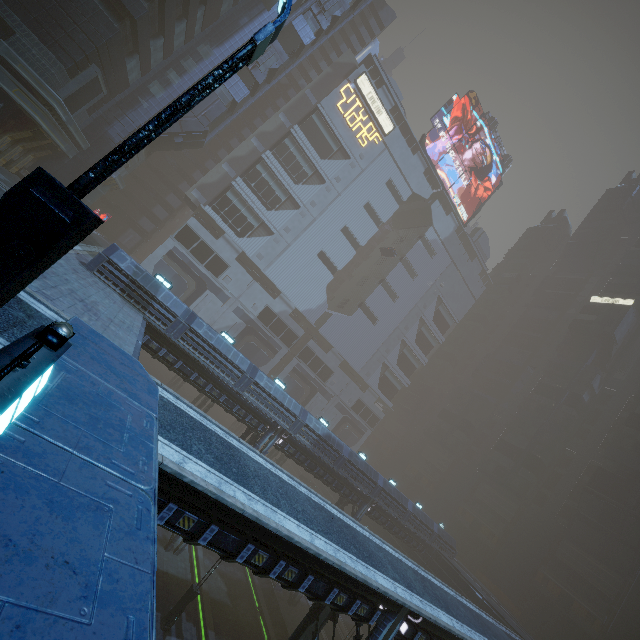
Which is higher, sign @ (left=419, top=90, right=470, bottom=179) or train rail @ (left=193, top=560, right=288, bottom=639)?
sign @ (left=419, top=90, right=470, bottom=179)

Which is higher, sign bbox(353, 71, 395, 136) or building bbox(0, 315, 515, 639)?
sign bbox(353, 71, 395, 136)

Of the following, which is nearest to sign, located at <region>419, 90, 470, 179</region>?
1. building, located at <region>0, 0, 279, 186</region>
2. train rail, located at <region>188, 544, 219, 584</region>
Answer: A: building, located at <region>0, 0, 279, 186</region>

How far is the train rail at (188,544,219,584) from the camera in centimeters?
2477cm

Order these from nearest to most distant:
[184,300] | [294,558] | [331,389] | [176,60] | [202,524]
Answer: [202,524] < [294,558] < [176,60] < [184,300] < [331,389]

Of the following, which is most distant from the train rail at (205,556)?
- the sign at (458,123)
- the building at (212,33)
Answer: the sign at (458,123)

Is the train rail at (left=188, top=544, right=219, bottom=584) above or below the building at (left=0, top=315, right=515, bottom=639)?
below

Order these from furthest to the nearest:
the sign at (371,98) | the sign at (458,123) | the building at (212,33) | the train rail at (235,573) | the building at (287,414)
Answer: the sign at (458,123)
the sign at (371,98)
the building at (287,414)
the train rail at (235,573)
the building at (212,33)
